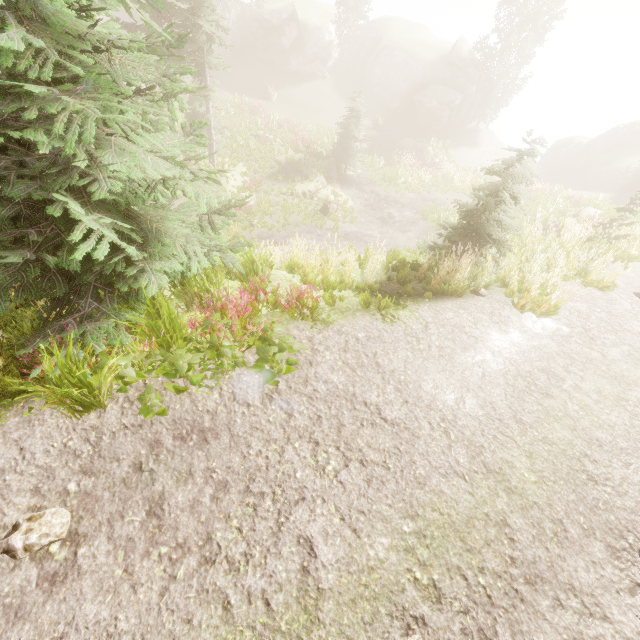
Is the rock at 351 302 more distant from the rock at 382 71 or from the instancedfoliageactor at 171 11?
the rock at 382 71

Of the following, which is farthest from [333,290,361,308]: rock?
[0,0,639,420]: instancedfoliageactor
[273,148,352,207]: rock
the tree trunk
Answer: the tree trunk

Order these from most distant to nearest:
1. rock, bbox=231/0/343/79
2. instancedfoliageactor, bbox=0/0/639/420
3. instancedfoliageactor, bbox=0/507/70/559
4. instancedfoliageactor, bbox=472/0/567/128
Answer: rock, bbox=231/0/343/79, instancedfoliageactor, bbox=472/0/567/128, instancedfoliageactor, bbox=0/0/639/420, instancedfoliageactor, bbox=0/507/70/559

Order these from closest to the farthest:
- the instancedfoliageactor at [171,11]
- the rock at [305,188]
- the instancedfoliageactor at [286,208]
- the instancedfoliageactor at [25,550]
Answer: the instancedfoliageactor at [25,550], the instancedfoliageactor at [171,11], the instancedfoliageactor at [286,208], the rock at [305,188]

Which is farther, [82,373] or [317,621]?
[82,373]

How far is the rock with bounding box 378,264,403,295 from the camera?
8.0m

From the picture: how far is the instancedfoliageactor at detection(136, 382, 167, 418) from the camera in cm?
406
